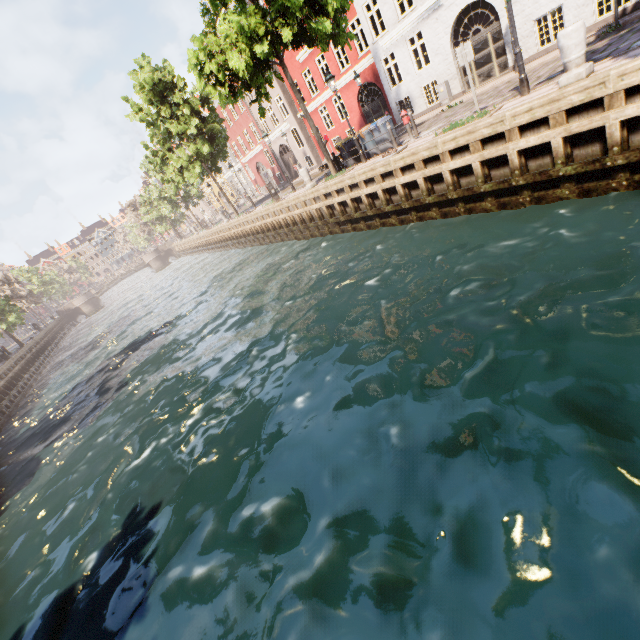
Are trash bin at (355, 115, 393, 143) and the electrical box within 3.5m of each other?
no

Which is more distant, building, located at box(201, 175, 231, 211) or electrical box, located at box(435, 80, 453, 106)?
building, located at box(201, 175, 231, 211)

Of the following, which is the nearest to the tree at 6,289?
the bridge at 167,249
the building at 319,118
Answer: the bridge at 167,249

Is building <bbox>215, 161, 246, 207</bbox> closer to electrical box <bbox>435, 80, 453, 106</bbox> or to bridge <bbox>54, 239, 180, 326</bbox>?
electrical box <bbox>435, 80, 453, 106</bbox>

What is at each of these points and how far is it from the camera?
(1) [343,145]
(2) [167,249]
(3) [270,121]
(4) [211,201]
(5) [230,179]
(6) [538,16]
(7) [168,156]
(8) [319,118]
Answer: (1) trash bin, 15.8m
(2) bridge, 56.8m
(3) building, 30.3m
(4) building, 56.9m
(5) building, 45.4m
(6) building, 13.3m
(7) tree, 24.8m
(8) building, 26.5m

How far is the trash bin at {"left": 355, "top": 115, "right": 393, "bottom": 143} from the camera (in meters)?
13.58

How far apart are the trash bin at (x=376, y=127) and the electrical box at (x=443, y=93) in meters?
6.0

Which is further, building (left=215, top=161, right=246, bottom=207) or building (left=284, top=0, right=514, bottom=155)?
building (left=215, top=161, right=246, bottom=207)
